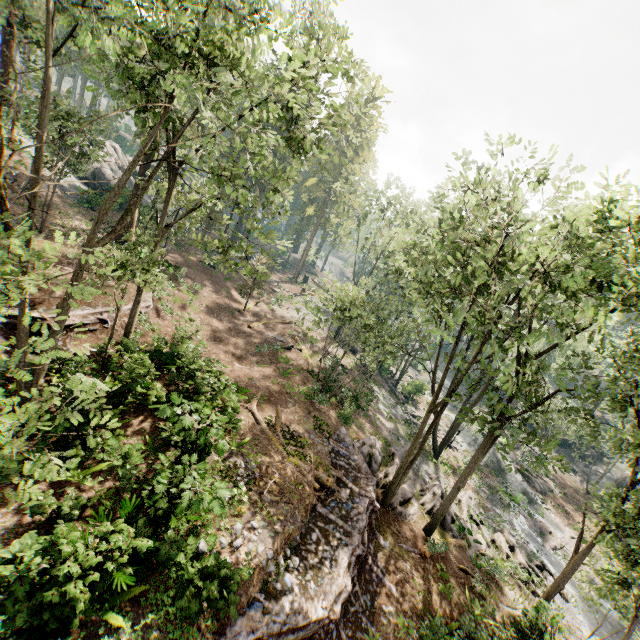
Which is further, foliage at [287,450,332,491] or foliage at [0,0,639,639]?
foliage at [287,450,332,491]

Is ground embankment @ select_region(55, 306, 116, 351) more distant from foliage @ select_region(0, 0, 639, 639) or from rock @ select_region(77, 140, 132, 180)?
rock @ select_region(77, 140, 132, 180)

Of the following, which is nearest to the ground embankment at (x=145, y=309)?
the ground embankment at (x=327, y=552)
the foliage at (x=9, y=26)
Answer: the foliage at (x=9, y=26)

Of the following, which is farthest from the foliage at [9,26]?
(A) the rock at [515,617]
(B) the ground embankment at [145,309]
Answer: (B) the ground embankment at [145,309]

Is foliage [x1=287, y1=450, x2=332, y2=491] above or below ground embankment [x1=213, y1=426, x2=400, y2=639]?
above

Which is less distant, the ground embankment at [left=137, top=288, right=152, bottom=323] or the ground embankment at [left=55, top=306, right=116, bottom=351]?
the ground embankment at [left=55, top=306, right=116, bottom=351]

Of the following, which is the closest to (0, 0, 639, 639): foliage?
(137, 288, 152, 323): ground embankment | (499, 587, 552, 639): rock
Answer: (499, 587, 552, 639): rock

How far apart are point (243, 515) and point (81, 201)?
35.3 meters
